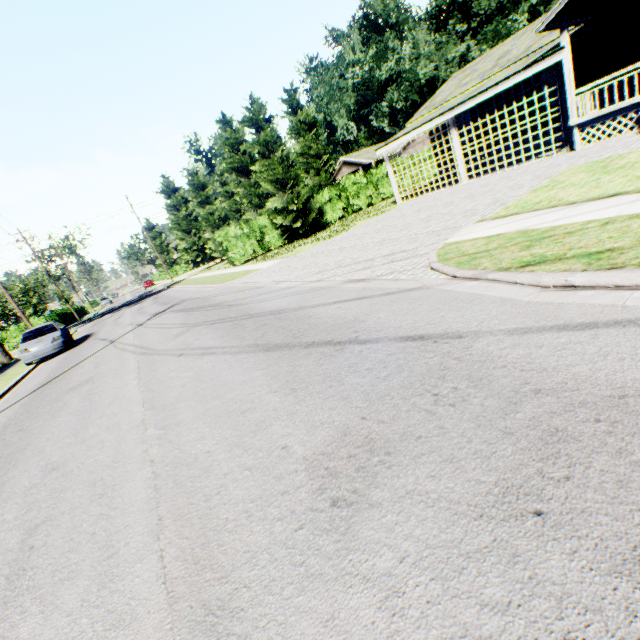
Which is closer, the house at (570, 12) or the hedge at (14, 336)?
the house at (570, 12)

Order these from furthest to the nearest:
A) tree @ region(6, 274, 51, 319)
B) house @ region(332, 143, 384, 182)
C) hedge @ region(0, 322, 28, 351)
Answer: tree @ region(6, 274, 51, 319) < house @ region(332, 143, 384, 182) < hedge @ region(0, 322, 28, 351)

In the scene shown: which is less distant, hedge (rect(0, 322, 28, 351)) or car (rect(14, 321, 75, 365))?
car (rect(14, 321, 75, 365))

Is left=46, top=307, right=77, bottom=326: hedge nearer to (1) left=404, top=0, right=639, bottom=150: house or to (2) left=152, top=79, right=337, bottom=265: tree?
(2) left=152, top=79, right=337, bottom=265: tree

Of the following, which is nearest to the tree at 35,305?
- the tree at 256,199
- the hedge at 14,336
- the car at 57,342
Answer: the tree at 256,199

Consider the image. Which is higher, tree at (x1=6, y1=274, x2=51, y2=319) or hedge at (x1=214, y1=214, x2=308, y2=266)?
tree at (x1=6, y1=274, x2=51, y2=319)

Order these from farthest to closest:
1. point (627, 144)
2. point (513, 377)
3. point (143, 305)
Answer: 1. point (143, 305)
2. point (627, 144)
3. point (513, 377)

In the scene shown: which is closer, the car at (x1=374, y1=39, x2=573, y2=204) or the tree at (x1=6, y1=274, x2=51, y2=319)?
the car at (x1=374, y1=39, x2=573, y2=204)
